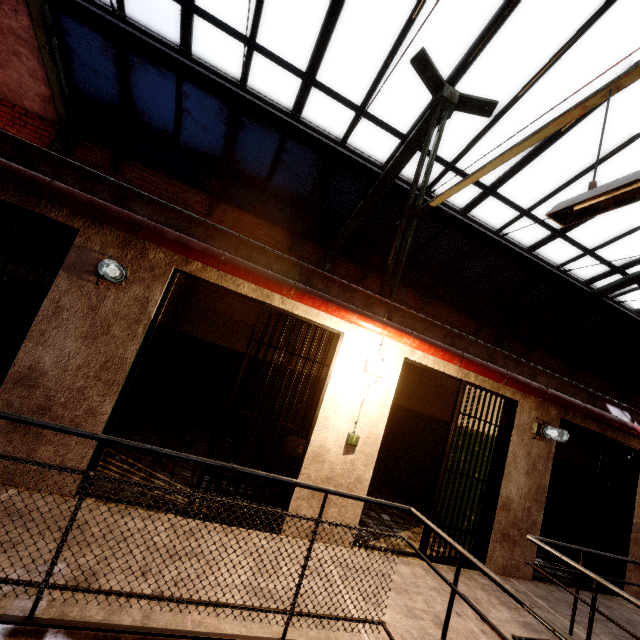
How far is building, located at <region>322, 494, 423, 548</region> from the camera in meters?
3.8

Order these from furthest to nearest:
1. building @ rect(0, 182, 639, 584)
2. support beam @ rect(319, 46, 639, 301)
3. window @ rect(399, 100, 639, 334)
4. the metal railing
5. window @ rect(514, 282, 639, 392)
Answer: window @ rect(514, 282, 639, 392) → window @ rect(399, 100, 639, 334) → building @ rect(0, 182, 639, 584) → support beam @ rect(319, 46, 639, 301) → the metal railing

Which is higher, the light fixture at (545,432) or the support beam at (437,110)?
the support beam at (437,110)

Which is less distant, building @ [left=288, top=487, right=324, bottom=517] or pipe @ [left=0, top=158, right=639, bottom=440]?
pipe @ [left=0, top=158, right=639, bottom=440]

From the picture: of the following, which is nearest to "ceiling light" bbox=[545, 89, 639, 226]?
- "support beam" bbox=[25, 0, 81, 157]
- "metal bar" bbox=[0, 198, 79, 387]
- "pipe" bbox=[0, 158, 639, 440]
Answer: "support beam" bbox=[25, 0, 81, 157]

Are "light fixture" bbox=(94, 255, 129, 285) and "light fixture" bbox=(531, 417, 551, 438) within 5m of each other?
no

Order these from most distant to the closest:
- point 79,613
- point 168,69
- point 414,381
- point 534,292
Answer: point 534,292, point 414,381, point 168,69, point 79,613

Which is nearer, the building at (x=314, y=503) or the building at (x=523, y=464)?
the building at (x=523, y=464)
